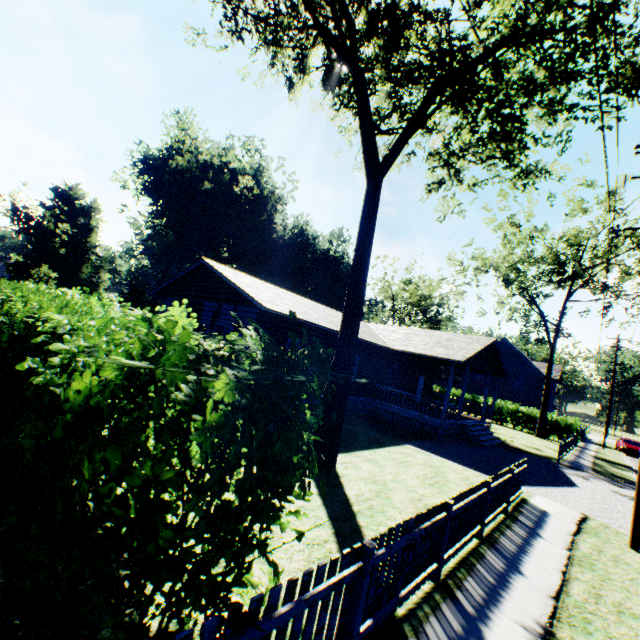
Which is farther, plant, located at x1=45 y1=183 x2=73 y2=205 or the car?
plant, located at x1=45 y1=183 x2=73 y2=205

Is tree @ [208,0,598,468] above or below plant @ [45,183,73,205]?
below

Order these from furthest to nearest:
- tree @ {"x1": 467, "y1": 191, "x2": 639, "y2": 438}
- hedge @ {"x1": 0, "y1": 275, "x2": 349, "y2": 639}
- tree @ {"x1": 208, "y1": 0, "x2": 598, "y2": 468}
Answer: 1. tree @ {"x1": 467, "y1": 191, "x2": 639, "y2": 438}
2. tree @ {"x1": 208, "y1": 0, "x2": 598, "y2": 468}
3. hedge @ {"x1": 0, "y1": 275, "x2": 349, "y2": 639}

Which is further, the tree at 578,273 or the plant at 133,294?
the plant at 133,294

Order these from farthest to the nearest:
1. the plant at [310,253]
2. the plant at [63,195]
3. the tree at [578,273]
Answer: the plant at [63,195] < the plant at [310,253] < the tree at [578,273]

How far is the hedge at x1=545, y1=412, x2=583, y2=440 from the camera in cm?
3053

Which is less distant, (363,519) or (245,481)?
(245,481)

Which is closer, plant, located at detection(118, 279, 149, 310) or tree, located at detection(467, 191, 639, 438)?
tree, located at detection(467, 191, 639, 438)
